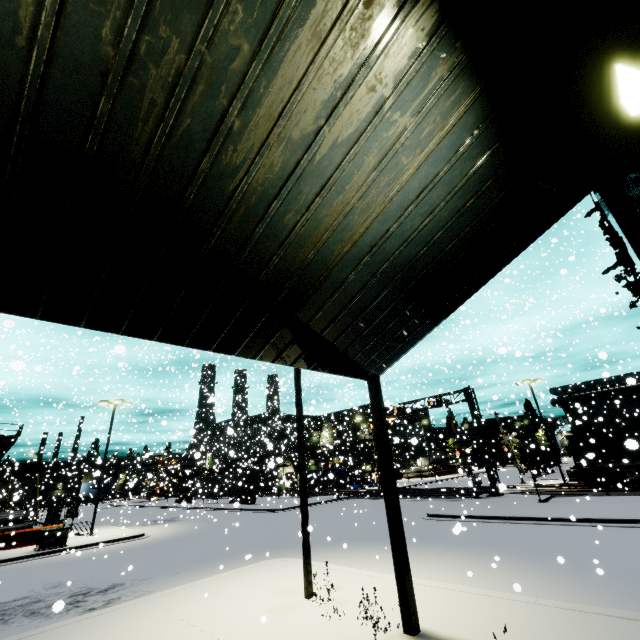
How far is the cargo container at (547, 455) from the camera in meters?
43.2

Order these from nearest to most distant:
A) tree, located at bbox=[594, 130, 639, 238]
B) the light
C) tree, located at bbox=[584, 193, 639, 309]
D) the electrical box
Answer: the light, tree, located at bbox=[594, 130, 639, 238], tree, located at bbox=[584, 193, 639, 309], the electrical box

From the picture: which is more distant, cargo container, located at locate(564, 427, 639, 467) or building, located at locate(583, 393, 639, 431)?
building, located at locate(583, 393, 639, 431)

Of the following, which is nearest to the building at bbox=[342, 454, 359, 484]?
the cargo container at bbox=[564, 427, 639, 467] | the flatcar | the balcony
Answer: the balcony

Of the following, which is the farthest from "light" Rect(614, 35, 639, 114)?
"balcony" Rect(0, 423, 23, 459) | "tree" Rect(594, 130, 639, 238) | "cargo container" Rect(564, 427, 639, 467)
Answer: "balcony" Rect(0, 423, 23, 459)

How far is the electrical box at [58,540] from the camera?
19.5 meters

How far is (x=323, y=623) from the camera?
7.2m

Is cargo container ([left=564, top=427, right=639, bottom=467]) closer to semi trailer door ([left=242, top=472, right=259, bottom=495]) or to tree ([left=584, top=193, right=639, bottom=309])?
tree ([left=584, top=193, right=639, bottom=309])
